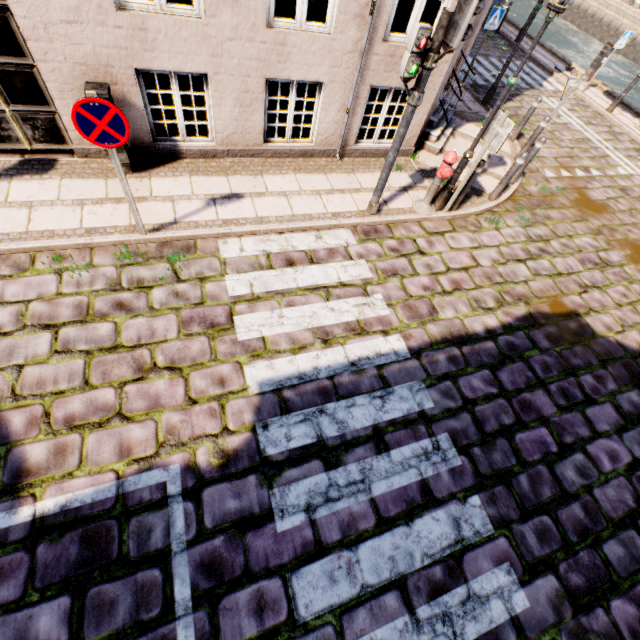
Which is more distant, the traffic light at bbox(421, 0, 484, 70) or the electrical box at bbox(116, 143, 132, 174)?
the electrical box at bbox(116, 143, 132, 174)

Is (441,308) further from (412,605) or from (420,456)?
(412,605)

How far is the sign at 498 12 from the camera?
9.3 meters

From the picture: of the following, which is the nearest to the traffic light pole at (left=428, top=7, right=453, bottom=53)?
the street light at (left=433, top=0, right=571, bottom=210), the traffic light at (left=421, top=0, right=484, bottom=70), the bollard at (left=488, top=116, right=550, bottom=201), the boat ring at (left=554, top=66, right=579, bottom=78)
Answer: the traffic light at (left=421, top=0, right=484, bottom=70)

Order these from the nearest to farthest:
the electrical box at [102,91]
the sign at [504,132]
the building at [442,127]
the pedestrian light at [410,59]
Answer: the pedestrian light at [410,59]
the electrical box at [102,91]
the sign at [504,132]
the building at [442,127]

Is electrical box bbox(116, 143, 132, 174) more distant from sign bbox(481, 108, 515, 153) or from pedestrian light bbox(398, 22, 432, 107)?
sign bbox(481, 108, 515, 153)

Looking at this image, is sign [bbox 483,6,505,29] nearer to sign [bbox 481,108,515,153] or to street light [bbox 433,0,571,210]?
street light [bbox 433,0,571,210]

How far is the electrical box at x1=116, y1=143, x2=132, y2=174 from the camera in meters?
5.2
